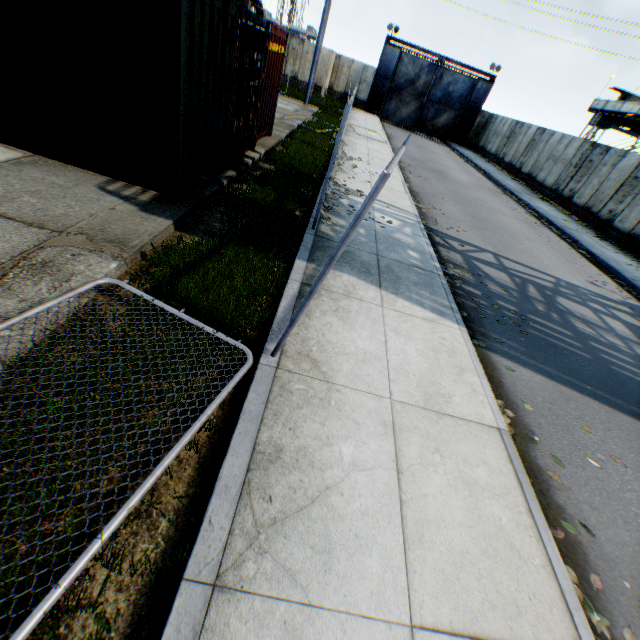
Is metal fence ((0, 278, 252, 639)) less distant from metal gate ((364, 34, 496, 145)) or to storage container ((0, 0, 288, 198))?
storage container ((0, 0, 288, 198))

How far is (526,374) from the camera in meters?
5.1

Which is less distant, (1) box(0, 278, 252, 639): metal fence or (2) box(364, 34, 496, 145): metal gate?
(1) box(0, 278, 252, 639): metal fence

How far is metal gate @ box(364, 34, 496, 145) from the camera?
30.2 meters

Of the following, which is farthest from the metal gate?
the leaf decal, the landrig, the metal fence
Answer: the metal fence

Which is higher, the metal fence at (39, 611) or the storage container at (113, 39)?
the storage container at (113, 39)

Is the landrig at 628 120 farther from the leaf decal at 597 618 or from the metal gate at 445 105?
the leaf decal at 597 618

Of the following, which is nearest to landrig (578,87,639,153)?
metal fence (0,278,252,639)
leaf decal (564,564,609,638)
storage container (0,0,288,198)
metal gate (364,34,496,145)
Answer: metal gate (364,34,496,145)
